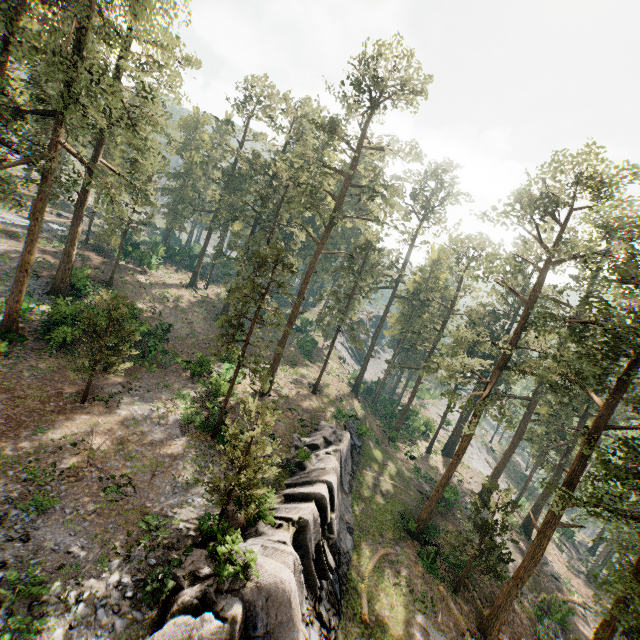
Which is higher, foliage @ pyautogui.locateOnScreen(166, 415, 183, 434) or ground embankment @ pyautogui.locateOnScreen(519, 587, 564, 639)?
foliage @ pyautogui.locateOnScreen(166, 415, 183, 434)

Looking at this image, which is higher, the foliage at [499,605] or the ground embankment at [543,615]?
the foliage at [499,605]

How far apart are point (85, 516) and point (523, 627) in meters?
30.2

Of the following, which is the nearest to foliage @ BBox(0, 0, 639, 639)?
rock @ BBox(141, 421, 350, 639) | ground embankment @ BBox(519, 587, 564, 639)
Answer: ground embankment @ BBox(519, 587, 564, 639)

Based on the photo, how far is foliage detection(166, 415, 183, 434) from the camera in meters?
21.3 m

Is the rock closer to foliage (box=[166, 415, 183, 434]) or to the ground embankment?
foliage (box=[166, 415, 183, 434])

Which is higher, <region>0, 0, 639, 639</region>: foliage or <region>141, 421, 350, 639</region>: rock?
<region>0, 0, 639, 639</region>: foliage

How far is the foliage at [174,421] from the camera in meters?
21.3 m
